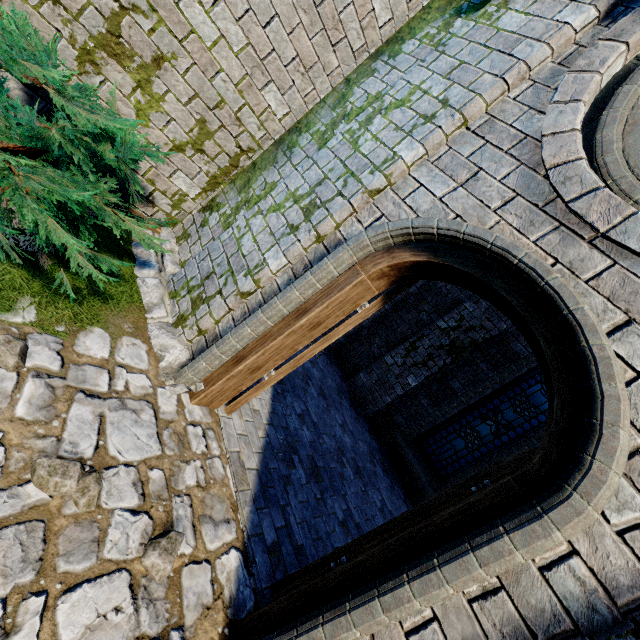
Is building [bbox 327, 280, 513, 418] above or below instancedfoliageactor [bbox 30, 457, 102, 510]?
above

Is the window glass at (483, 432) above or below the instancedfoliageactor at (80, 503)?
above

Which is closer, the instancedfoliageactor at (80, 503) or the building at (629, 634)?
the building at (629, 634)

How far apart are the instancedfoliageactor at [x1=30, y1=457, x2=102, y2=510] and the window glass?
6.81m

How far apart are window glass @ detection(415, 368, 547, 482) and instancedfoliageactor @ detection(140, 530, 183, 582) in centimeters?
633cm

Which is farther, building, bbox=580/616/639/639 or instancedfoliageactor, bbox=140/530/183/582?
instancedfoliageactor, bbox=140/530/183/582

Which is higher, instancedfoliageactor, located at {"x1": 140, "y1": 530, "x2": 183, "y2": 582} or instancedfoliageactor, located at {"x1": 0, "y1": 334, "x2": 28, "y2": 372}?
instancedfoliageactor, located at {"x1": 140, "y1": 530, "x2": 183, "y2": 582}

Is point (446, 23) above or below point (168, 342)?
above
